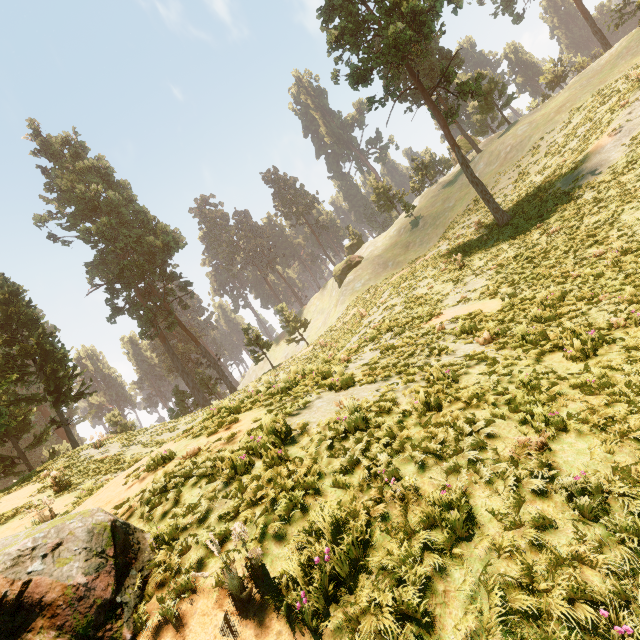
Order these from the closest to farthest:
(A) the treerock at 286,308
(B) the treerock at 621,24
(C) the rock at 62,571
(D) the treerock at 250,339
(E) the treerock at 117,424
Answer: (C) the rock at 62,571 < (E) the treerock at 117,424 < (D) the treerock at 250,339 < (B) the treerock at 621,24 < (A) the treerock at 286,308

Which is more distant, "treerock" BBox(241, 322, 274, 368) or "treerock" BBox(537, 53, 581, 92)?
"treerock" BBox(537, 53, 581, 92)

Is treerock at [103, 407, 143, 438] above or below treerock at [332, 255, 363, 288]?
below

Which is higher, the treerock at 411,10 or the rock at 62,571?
A: the treerock at 411,10

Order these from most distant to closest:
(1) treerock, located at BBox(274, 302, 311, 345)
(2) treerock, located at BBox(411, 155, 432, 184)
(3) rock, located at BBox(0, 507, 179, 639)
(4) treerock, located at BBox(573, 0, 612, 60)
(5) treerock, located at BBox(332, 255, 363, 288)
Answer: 1. (2) treerock, located at BBox(411, 155, 432, 184)
2. (5) treerock, located at BBox(332, 255, 363, 288)
3. (1) treerock, located at BBox(274, 302, 311, 345)
4. (4) treerock, located at BBox(573, 0, 612, 60)
5. (3) rock, located at BBox(0, 507, 179, 639)

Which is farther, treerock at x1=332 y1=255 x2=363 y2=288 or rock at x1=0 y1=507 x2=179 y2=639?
treerock at x1=332 y1=255 x2=363 y2=288

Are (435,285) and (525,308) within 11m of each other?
yes

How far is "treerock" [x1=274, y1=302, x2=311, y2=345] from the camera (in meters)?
47.53
